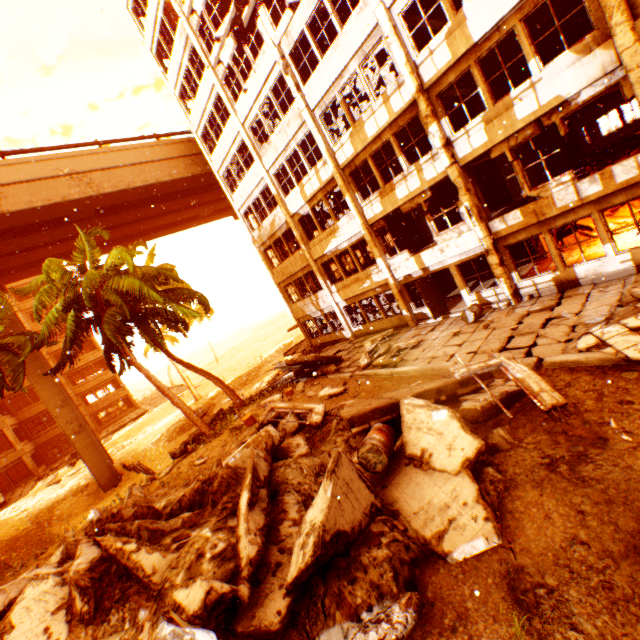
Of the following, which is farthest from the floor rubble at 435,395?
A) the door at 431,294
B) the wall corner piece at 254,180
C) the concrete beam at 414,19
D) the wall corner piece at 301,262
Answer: the wall corner piece at 301,262

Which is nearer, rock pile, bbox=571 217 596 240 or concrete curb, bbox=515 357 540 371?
concrete curb, bbox=515 357 540 371

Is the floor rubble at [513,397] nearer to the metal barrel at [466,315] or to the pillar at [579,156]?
the metal barrel at [466,315]

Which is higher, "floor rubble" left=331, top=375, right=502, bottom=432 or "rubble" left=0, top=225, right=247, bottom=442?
"rubble" left=0, top=225, right=247, bottom=442

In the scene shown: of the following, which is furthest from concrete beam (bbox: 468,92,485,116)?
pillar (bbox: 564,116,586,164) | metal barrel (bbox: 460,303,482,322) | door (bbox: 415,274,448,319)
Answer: metal barrel (bbox: 460,303,482,322)

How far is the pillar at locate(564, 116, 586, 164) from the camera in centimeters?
2022cm

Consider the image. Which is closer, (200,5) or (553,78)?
(553,78)

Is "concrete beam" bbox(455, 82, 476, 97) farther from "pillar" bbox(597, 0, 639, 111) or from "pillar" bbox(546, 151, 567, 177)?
"pillar" bbox(546, 151, 567, 177)
